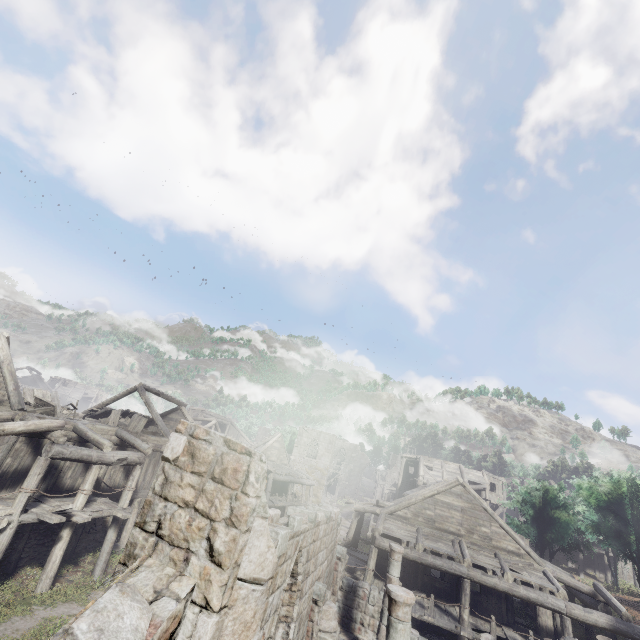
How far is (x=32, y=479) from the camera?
11.3m

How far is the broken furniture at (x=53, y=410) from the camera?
15.2 meters

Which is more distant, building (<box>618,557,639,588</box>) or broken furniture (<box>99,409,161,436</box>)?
building (<box>618,557,639,588</box>)

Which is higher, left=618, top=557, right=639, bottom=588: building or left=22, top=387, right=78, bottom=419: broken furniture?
left=22, top=387, right=78, bottom=419: broken furniture

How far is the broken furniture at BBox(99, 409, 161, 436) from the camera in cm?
1825

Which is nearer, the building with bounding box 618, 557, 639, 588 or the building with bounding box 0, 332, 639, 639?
the building with bounding box 0, 332, 639, 639

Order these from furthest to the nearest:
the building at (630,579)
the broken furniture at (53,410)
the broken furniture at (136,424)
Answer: the building at (630,579) → the broken furniture at (136,424) → the broken furniture at (53,410)
